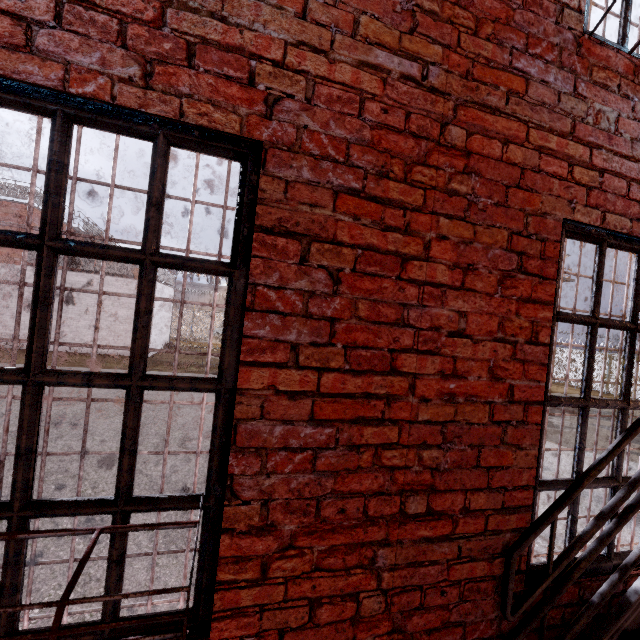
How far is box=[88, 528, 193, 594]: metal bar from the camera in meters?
1.2

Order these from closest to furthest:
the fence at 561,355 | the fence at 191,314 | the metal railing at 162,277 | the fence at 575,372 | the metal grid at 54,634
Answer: the metal grid at 54,634 < the metal railing at 162,277 < the fence at 575,372 < the fence at 561,355 < the fence at 191,314

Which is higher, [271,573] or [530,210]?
[530,210]

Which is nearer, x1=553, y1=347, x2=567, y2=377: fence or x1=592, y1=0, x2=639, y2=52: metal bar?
x1=592, y1=0, x2=639, y2=52: metal bar

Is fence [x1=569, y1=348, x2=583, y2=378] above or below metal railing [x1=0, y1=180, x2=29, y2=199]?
below

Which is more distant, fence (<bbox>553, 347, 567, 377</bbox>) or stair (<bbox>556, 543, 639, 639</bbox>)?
fence (<bbox>553, 347, 567, 377</bbox>)

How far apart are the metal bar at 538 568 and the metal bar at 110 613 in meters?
1.6 m

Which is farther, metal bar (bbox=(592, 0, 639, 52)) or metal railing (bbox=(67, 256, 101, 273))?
metal railing (bbox=(67, 256, 101, 273))
